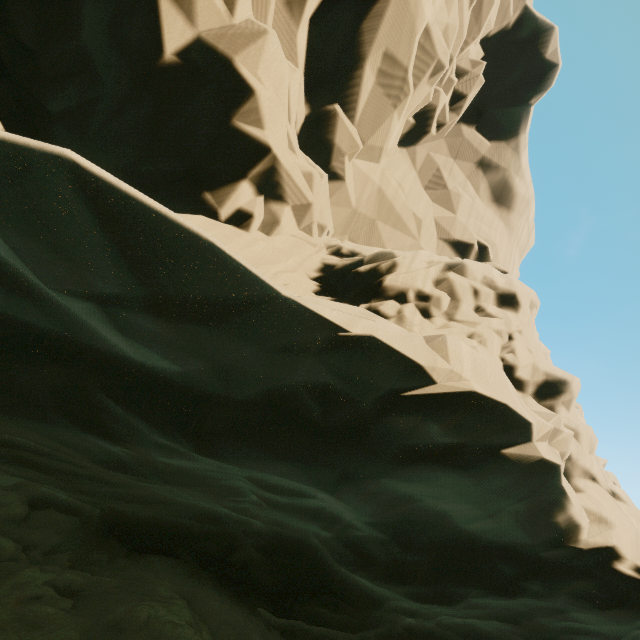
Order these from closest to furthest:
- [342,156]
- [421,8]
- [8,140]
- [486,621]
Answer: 1. [8,140]
2. [486,621]
3. [421,8]
4. [342,156]
